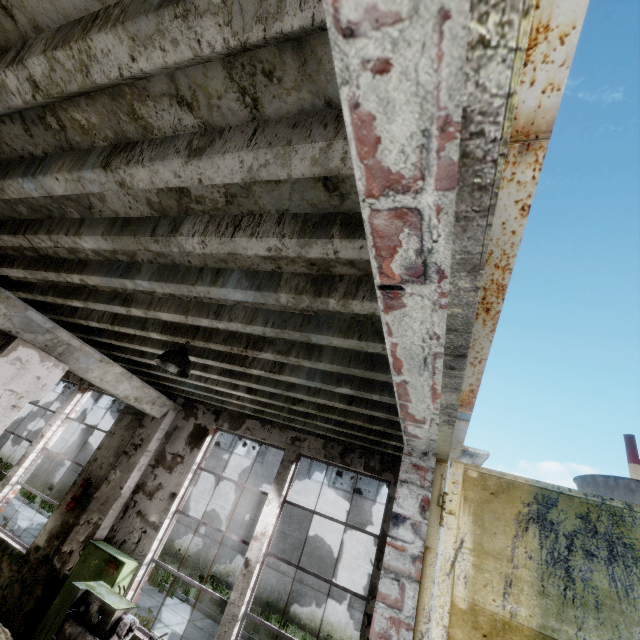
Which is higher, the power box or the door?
the door

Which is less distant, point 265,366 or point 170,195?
point 170,195

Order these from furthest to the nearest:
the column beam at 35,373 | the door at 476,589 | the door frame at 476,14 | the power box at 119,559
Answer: the power box at 119,559 → the column beam at 35,373 → the door at 476,589 → the door frame at 476,14

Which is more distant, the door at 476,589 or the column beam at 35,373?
the column beam at 35,373

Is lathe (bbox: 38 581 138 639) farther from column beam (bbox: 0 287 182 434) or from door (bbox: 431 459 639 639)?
door (bbox: 431 459 639 639)

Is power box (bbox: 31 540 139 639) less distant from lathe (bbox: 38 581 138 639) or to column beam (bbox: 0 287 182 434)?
lathe (bbox: 38 581 138 639)

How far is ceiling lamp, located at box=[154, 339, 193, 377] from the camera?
3.6 meters

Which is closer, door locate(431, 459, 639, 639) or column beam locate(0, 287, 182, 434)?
door locate(431, 459, 639, 639)
